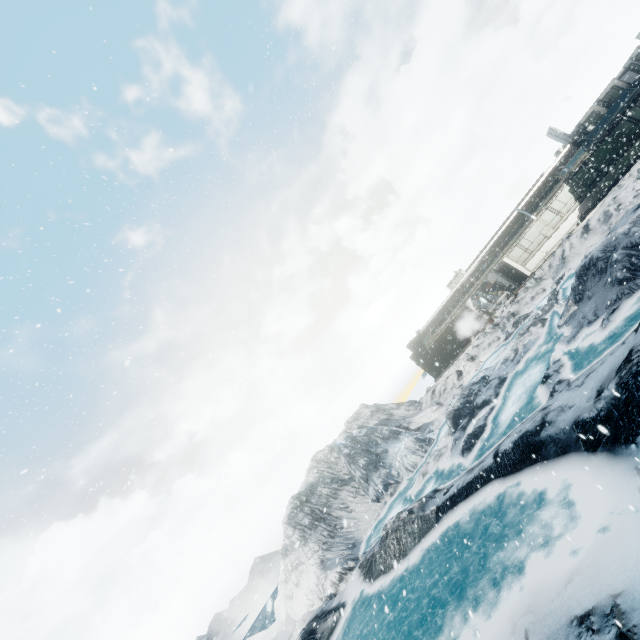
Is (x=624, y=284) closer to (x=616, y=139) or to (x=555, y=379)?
(x=555, y=379)
